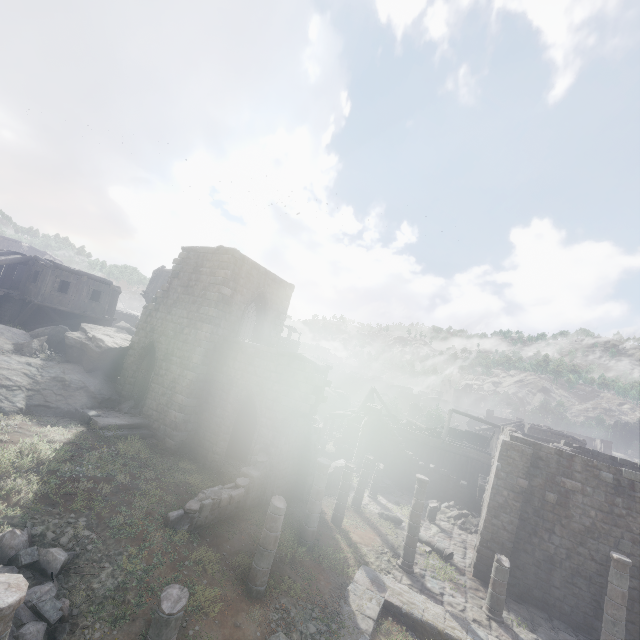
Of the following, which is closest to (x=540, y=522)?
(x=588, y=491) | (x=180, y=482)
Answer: (x=588, y=491)

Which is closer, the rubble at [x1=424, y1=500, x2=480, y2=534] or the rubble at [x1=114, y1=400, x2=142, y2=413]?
the rubble at [x1=114, y1=400, x2=142, y2=413]

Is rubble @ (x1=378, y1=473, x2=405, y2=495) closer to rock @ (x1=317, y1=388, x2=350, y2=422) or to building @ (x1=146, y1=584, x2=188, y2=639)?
building @ (x1=146, y1=584, x2=188, y2=639)

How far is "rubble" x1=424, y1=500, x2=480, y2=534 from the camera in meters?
20.4 m

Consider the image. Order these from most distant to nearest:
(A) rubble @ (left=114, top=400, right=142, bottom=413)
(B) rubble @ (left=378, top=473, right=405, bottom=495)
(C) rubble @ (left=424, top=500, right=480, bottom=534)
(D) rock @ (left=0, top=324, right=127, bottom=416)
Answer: (B) rubble @ (left=378, top=473, right=405, bottom=495) < (C) rubble @ (left=424, top=500, right=480, bottom=534) < (A) rubble @ (left=114, top=400, right=142, bottom=413) < (D) rock @ (left=0, top=324, right=127, bottom=416)

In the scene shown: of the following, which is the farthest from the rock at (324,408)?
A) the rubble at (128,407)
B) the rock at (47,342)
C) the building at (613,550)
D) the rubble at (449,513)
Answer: the rubble at (449,513)

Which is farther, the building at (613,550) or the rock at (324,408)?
the rock at (324,408)

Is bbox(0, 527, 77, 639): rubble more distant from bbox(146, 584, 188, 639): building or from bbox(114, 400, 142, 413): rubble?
→ bbox(114, 400, 142, 413): rubble
